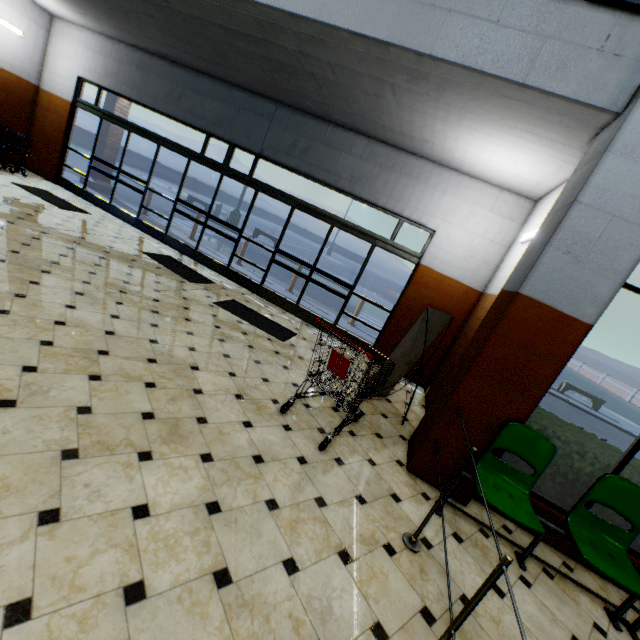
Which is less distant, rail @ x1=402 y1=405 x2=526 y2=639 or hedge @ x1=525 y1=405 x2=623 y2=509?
rail @ x1=402 y1=405 x2=526 y2=639

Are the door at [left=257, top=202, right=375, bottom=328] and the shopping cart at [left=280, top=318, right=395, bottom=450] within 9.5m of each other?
yes

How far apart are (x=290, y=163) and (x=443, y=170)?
3.2m

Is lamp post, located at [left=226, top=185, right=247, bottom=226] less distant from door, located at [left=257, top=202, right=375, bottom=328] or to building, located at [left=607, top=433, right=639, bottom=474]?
building, located at [left=607, top=433, right=639, bottom=474]

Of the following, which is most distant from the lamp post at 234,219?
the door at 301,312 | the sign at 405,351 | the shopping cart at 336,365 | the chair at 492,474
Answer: the chair at 492,474

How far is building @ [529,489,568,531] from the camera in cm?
341

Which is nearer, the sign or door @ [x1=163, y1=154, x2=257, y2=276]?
the sign

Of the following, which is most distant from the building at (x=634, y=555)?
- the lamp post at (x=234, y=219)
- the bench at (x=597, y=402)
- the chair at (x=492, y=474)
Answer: the bench at (x=597, y=402)
